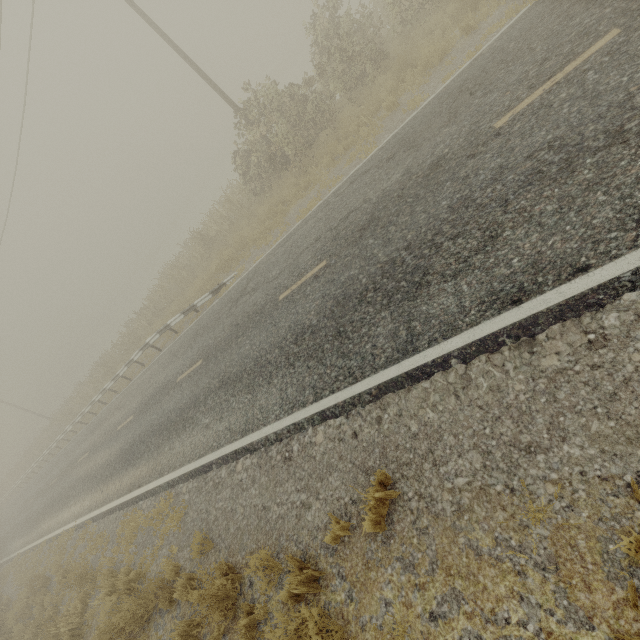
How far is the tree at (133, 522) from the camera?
7.27m

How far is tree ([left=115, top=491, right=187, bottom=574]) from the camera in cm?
727

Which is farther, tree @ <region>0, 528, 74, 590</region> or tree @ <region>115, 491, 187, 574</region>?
tree @ <region>0, 528, 74, 590</region>

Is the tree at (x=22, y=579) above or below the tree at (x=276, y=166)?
below

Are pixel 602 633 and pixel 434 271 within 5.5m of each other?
yes

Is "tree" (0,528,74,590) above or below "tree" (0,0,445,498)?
below
